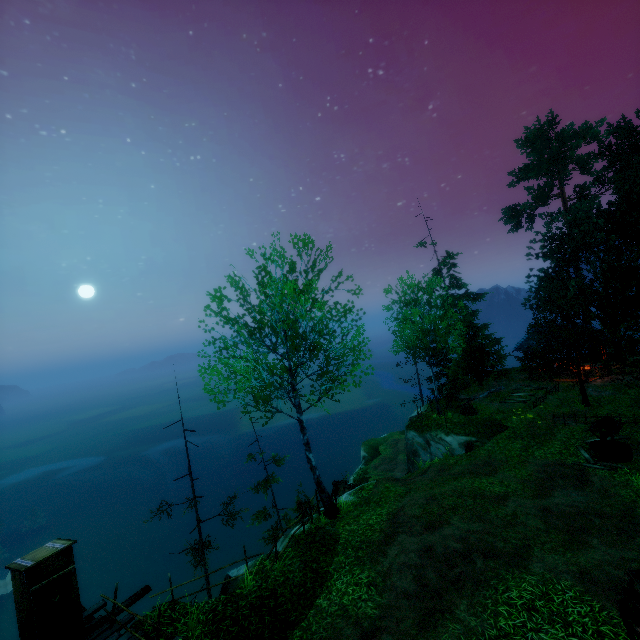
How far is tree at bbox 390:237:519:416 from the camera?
22.2 meters

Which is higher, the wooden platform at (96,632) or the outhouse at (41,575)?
the outhouse at (41,575)

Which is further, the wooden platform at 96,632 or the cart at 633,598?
the wooden platform at 96,632

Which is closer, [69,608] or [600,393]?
[69,608]

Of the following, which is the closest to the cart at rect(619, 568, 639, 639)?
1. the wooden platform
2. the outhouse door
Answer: the wooden platform

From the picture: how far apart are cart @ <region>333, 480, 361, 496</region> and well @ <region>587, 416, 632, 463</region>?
12.20m

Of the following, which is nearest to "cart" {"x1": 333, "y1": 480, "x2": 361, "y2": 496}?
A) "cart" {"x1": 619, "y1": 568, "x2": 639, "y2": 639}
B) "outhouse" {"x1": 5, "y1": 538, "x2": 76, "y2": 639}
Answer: "outhouse" {"x1": 5, "y1": 538, "x2": 76, "y2": 639}

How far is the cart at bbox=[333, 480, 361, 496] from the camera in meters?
19.3 m
